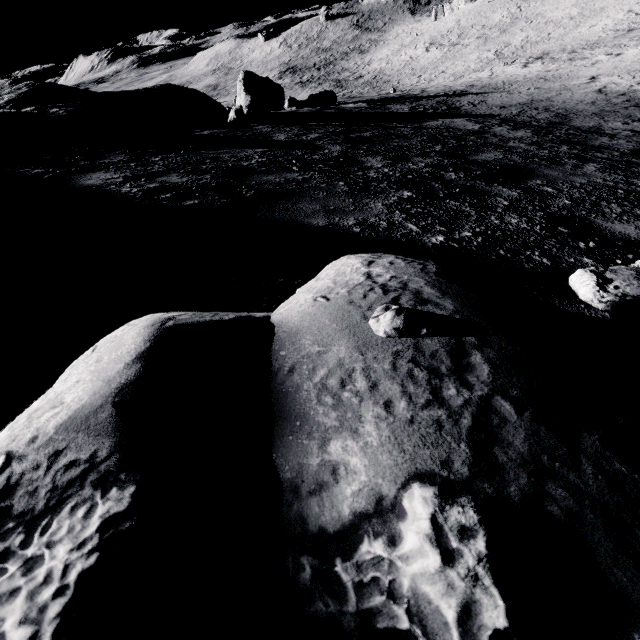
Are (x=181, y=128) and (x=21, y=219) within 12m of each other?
yes

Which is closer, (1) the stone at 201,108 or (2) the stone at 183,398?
(2) the stone at 183,398

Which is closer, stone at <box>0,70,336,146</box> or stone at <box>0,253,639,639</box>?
stone at <box>0,253,639,639</box>
